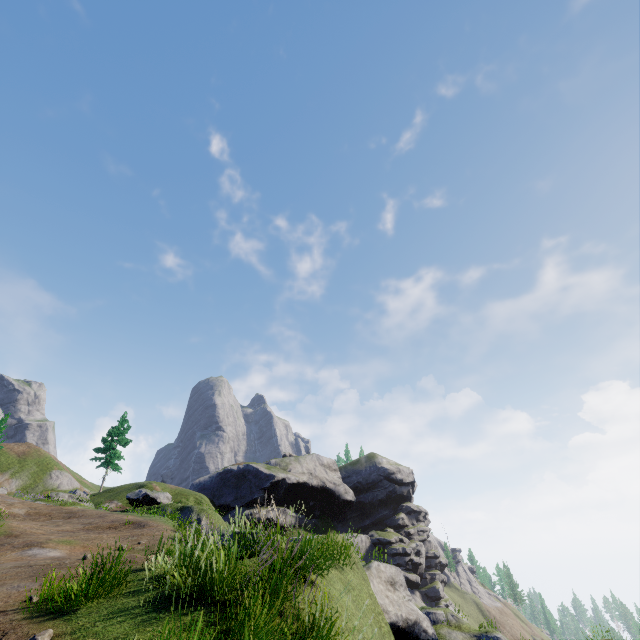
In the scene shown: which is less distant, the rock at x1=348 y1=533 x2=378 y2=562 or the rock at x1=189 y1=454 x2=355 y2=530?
the rock at x1=189 y1=454 x2=355 y2=530

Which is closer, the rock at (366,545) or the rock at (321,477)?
the rock at (321,477)

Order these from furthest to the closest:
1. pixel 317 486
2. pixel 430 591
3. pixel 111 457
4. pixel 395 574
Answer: pixel 430 591 → pixel 317 486 → pixel 111 457 → pixel 395 574

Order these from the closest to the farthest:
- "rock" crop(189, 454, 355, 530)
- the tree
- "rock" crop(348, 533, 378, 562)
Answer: the tree < "rock" crop(189, 454, 355, 530) < "rock" crop(348, 533, 378, 562)

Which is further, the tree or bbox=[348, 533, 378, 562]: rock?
bbox=[348, 533, 378, 562]: rock

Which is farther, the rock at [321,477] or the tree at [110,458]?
the rock at [321,477]

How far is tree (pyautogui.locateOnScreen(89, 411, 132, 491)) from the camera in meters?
40.7 m
